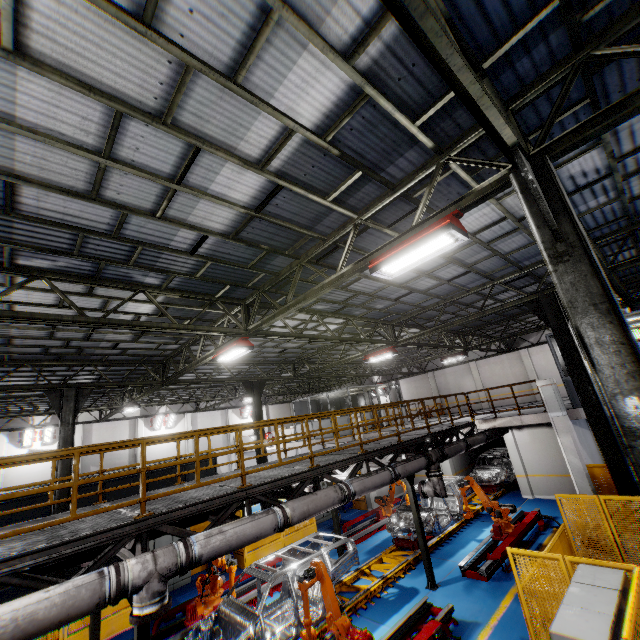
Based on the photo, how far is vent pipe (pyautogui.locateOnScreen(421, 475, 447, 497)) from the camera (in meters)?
10.70

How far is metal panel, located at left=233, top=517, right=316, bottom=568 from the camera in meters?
13.6 m

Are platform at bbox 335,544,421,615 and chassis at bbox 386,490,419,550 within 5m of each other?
yes

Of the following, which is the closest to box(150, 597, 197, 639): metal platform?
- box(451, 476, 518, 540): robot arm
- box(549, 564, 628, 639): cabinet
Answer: box(451, 476, 518, 540): robot arm

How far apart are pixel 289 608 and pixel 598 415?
10.47m

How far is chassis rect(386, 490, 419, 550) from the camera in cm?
1203

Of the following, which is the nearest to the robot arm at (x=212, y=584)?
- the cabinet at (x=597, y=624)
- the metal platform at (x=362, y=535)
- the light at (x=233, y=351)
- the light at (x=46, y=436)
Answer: the metal platform at (x=362, y=535)

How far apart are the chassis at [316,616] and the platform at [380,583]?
0.0 meters
